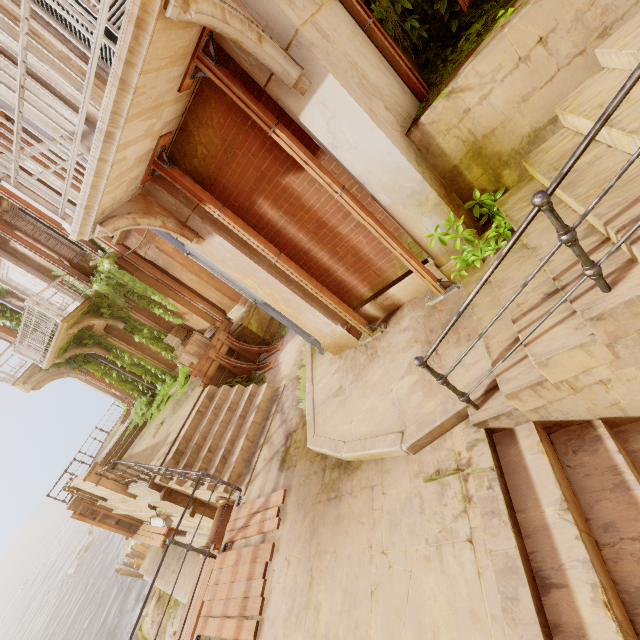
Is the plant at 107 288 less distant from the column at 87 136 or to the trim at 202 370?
the trim at 202 370

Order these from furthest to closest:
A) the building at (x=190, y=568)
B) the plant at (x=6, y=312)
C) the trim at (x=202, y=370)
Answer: the plant at (x=6, y=312) → the building at (x=190, y=568) → the trim at (x=202, y=370)

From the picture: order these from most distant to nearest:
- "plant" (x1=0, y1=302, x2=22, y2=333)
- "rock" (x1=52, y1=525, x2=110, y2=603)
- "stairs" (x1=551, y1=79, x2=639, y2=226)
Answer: "rock" (x1=52, y1=525, x2=110, y2=603)
"plant" (x1=0, y1=302, x2=22, y2=333)
"stairs" (x1=551, y1=79, x2=639, y2=226)

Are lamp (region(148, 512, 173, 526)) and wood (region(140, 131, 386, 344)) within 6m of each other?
no

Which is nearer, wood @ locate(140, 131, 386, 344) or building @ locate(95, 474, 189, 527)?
wood @ locate(140, 131, 386, 344)

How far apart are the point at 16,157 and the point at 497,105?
5.42m

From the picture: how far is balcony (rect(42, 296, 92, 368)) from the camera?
10.7 meters

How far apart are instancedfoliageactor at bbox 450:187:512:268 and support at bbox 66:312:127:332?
12.1 meters
